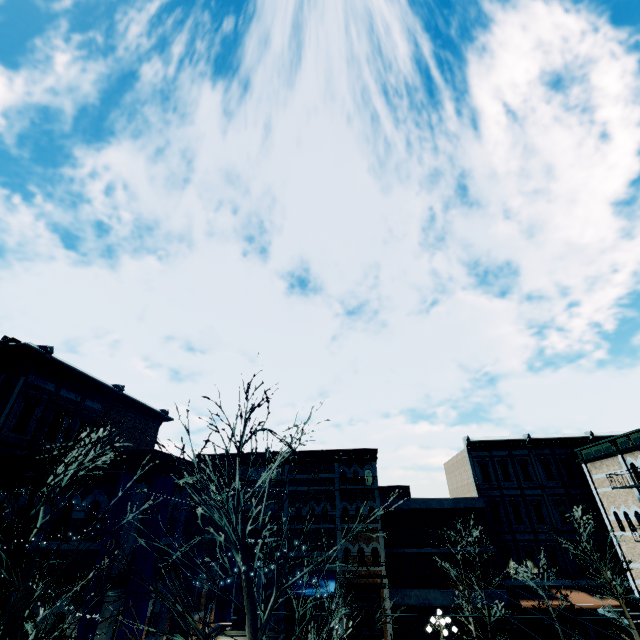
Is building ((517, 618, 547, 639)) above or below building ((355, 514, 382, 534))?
below

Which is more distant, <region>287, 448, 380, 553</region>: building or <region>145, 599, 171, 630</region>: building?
<region>287, 448, 380, 553</region>: building

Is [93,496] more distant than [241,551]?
Yes

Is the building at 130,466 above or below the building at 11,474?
below

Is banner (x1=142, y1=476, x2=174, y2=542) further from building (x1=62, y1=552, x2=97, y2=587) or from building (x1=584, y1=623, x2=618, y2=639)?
building (x1=584, y1=623, x2=618, y2=639)

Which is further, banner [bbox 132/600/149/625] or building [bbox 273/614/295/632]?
building [bbox 273/614/295/632]

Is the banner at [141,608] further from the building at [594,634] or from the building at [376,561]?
the building at [594,634]
